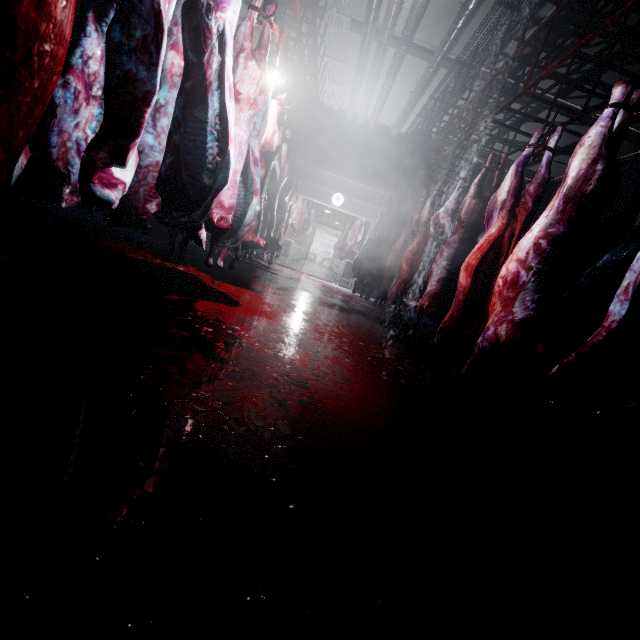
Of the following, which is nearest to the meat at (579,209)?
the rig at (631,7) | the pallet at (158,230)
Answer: the rig at (631,7)

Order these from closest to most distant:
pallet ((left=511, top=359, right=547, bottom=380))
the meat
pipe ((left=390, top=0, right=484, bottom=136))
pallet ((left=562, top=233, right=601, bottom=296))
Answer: the meat, pipe ((left=390, top=0, right=484, bottom=136)), pallet ((left=511, top=359, right=547, bottom=380)), pallet ((left=562, top=233, right=601, bottom=296))

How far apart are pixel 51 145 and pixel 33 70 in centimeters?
122cm

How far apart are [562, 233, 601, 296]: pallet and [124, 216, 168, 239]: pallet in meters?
5.6

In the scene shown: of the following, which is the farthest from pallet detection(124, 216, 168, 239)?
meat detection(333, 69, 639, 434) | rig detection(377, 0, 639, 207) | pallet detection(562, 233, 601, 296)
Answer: pallet detection(562, 233, 601, 296)

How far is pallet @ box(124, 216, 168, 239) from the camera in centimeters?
561cm

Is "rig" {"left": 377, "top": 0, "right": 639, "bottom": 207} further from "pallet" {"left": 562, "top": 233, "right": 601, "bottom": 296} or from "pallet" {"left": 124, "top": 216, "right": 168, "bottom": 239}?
"pallet" {"left": 124, "top": 216, "right": 168, "bottom": 239}

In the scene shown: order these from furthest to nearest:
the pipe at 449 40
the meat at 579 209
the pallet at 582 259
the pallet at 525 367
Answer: the pallet at 582 259 → the pallet at 525 367 → the pipe at 449 40 → the meat at 579 209
